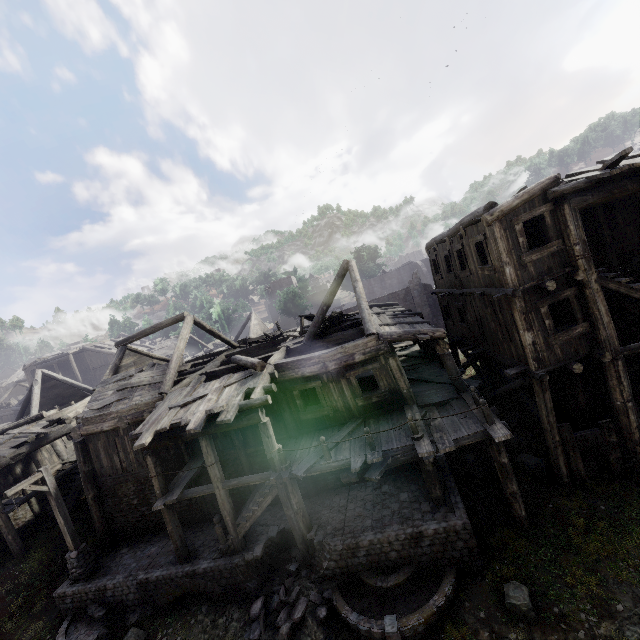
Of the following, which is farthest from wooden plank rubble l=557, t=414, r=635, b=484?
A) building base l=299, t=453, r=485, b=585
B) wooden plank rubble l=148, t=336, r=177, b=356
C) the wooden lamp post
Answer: wooden plank rubble l=148, t=336, r=177, b=356

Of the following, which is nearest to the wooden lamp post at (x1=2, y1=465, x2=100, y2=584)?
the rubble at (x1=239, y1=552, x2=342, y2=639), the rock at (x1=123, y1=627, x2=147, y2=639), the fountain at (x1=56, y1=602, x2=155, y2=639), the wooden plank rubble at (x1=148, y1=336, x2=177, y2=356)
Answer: the fountain at (x1=56, y1=602, x2=155, y2=639)

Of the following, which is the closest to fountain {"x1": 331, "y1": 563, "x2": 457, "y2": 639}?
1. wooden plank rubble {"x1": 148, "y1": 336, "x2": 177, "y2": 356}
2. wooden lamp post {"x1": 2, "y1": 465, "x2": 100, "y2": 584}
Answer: wooden lamp post {"x1": 2, "y1": 465, "x2": 100, "y2": 584}

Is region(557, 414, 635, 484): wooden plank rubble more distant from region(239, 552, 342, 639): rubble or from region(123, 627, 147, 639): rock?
region(123, 627, 147, 639): rock

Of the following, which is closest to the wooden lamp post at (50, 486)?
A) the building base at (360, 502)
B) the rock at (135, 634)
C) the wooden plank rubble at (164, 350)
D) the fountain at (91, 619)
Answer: the building base at (360, 502)

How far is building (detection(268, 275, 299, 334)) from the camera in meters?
21.5 m

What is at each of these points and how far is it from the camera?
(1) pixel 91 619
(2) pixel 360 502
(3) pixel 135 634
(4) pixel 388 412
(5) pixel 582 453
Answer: (1) fountain, 12.01m
(2) building base, 11.88m
(3) rock, 10.91m
(4) building, 12.50m
(5) wooden plank rubble, 10.80m

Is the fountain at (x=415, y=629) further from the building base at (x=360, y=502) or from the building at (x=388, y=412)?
the building at (x=388, y=412)
